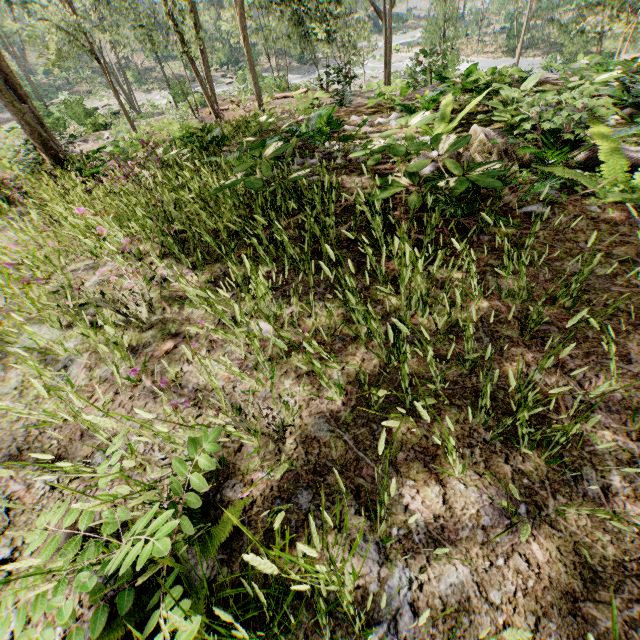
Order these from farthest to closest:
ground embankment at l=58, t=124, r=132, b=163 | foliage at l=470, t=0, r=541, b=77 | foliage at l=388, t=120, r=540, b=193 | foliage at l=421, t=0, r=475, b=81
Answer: foliage at l=421, t=0, r=475, b=81
ground embankment at l=58, t=124, r=132, b=163
foliage at l=470, t=0, r=541, b=77
foliage at l=388, t=120, r=540, b=193

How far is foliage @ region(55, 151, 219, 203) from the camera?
3.7 meters

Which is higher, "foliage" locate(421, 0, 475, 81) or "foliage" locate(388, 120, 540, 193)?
"foliage" locate(388, 120, 540, 193)

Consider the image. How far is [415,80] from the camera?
15.9 meters

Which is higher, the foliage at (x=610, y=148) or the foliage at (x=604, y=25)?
the foliage at (x=610, y=148)

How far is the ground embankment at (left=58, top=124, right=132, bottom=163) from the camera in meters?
8.0

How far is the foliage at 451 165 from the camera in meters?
2.6
